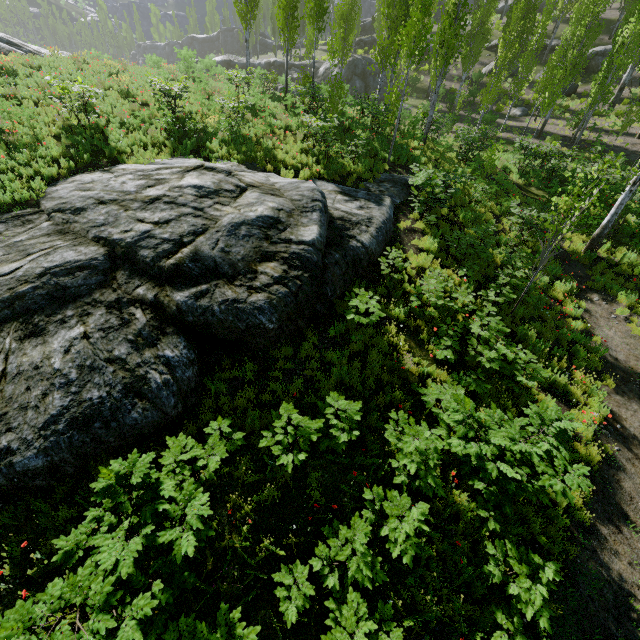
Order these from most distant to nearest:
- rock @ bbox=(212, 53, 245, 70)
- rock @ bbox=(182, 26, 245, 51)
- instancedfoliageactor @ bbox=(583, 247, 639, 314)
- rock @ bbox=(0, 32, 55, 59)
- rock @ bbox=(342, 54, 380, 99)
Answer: rock @ bbox=(182, 26, 245, 51), rock @ bbox=(212, 53, 245, 70), rock @ bbox=(342, 54, 380, 99), rock @ bbox=(0, 32, 55, 59), instancedfoliageactor @ bbox=(583, 247, 639, 314)

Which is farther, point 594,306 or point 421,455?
point 594,306

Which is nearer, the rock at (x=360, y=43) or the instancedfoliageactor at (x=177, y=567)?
the instancedfoliageactor at (x=177, y=567)

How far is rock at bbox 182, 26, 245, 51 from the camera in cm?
5597

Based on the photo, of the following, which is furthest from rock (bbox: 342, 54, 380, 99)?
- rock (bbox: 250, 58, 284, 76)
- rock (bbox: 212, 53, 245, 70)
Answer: rock (bbox: 212, 53, 245, 70)

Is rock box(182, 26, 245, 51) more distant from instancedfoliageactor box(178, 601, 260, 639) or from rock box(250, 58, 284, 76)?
instancedfoliageactor box(178, 601, 260, 639)

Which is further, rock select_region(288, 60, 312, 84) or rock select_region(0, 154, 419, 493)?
rock select_region(288, 60, 312, 84)

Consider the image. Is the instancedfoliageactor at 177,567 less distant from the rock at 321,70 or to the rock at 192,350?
the rock at 321,70
